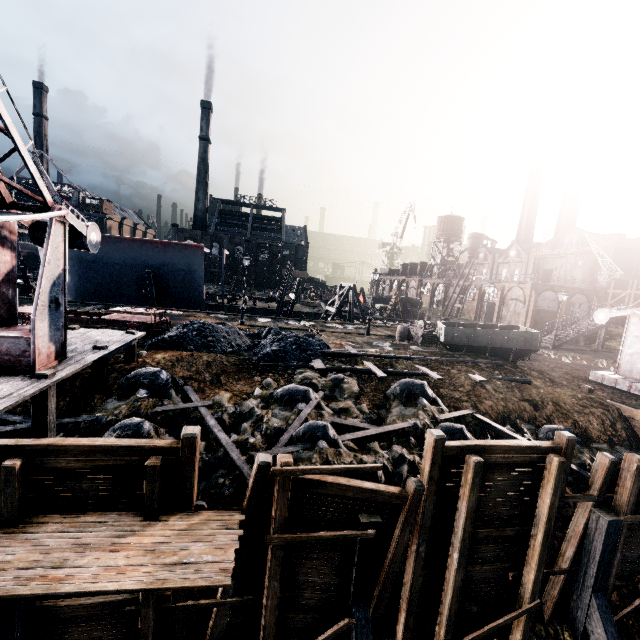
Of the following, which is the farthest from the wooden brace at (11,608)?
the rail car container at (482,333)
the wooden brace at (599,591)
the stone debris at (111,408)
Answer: the rail car container at (482,333)

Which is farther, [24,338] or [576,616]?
[576,616]

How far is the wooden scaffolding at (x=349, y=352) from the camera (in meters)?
18.22

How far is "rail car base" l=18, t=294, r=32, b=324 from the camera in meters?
18.0 m

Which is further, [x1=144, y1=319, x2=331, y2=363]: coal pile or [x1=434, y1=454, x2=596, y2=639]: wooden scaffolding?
[x1=144, y1=319, x2=331, y2=363]: coal pile

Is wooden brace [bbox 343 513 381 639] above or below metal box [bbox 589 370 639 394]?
below

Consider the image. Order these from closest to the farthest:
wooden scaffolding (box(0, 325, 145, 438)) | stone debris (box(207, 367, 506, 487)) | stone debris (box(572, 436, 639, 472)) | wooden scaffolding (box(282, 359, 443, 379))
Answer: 1. wooden scaffolding (box(0, 325, 145, 438))
2. stone debris (box(207, 367, 506, 487))
3. stone debris (box(572, 436, 639, 472))
4. wooden scaffolding (box(282, 359, 443, 379))

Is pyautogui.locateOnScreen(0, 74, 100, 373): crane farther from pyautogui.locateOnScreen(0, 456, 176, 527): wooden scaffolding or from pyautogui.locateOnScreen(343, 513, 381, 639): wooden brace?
pyautogui.locateOnScreen(343, 513, 381, 639): wooden brace
